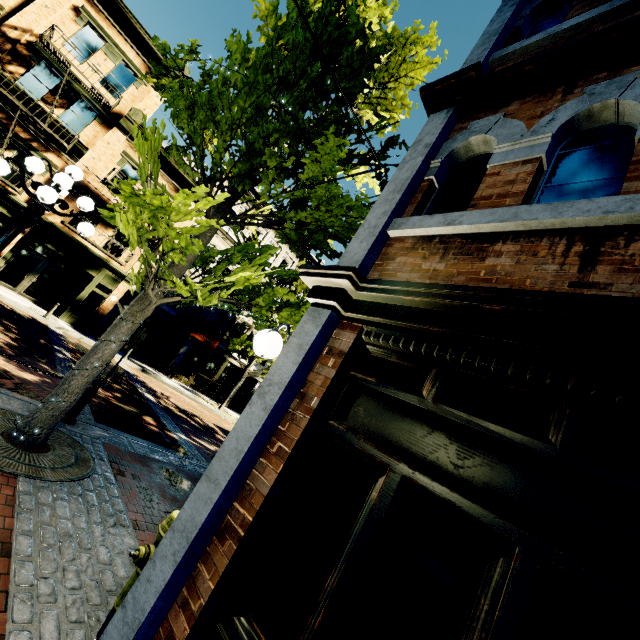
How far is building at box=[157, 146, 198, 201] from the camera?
18.95m

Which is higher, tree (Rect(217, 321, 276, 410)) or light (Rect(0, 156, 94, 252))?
tree (Rect(217, 321, 276, 410))

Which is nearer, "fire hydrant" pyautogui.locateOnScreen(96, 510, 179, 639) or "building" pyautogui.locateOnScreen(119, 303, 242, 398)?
"fire hydrant" pyautogui.locateOnScreen(96, 510, 179, 639)

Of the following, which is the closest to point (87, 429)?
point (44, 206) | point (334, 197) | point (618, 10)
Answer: point (44, 206)

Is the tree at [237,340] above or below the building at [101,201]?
below

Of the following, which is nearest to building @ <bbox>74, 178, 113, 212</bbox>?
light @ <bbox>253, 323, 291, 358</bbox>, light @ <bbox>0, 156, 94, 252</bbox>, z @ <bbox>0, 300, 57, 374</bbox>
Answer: z @ <bbox>0, 300, 57, 374</bbox>

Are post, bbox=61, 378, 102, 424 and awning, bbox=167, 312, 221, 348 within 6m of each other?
no

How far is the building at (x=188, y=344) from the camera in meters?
21.0 m
